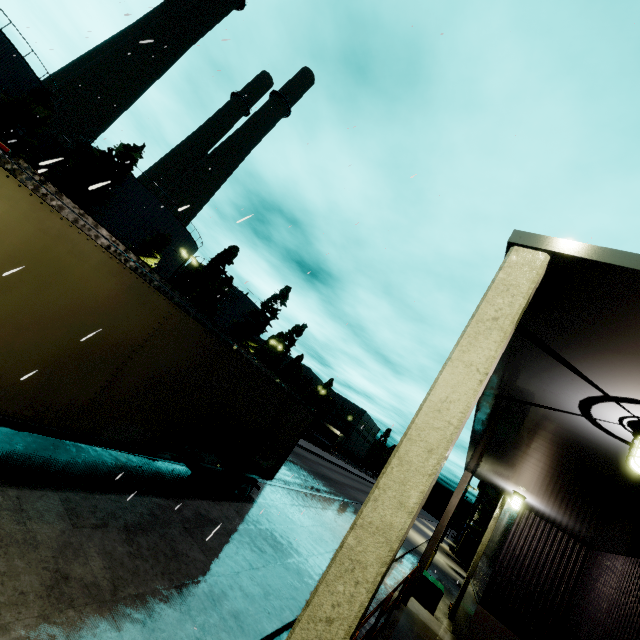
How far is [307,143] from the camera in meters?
7.4

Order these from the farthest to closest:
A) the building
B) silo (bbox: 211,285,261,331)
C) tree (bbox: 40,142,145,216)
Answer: silo (bbox: 211,285,261,331) < tree (bbox: 40,142,145,216) < the building

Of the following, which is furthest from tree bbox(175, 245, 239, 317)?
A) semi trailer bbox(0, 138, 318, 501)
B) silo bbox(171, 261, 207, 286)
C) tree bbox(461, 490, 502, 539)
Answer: semi trailer bbox(0, 138, 318, 501)

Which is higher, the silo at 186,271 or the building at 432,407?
the silo at 186,271

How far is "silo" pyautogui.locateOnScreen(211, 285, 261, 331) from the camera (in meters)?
53.06

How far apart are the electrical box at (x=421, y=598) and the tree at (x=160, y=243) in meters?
34.7 m

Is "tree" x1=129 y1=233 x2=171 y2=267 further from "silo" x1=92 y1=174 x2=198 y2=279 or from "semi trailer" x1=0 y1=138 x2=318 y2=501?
"semi trailer" x1=0 y1=138 x2=318 y2=501

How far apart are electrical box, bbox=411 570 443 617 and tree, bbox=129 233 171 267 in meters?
34.7 m
